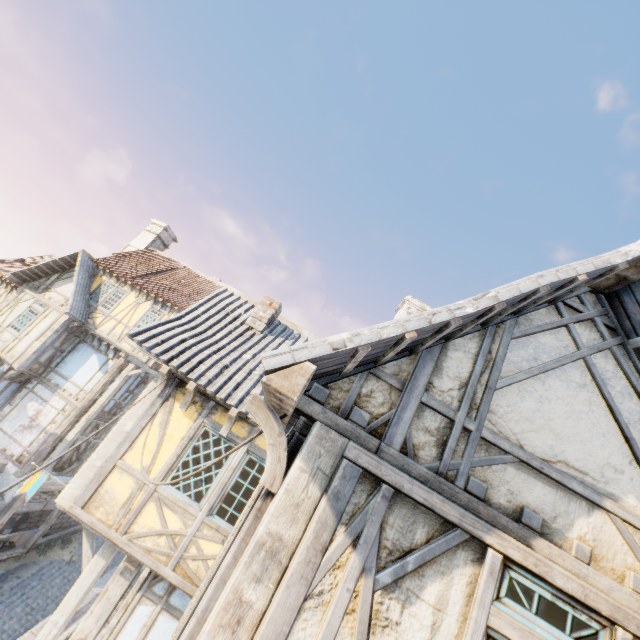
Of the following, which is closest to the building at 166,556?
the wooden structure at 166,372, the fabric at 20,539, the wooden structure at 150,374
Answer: the wooden structure at 166,372

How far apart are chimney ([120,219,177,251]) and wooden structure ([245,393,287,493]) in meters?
Result: 20.2

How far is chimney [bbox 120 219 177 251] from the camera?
20.2 meters

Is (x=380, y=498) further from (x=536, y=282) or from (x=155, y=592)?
(x=155, y=592)

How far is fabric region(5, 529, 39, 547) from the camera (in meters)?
13.25

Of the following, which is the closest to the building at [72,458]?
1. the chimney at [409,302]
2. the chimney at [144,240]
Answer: the chimney at [144,240]

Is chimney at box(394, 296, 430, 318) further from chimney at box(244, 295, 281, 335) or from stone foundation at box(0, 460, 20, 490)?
stone foundation at box(0, 460, 20, 490)

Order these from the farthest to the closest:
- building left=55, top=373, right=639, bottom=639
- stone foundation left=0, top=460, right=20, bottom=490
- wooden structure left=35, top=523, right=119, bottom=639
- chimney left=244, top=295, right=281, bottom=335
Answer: stone foundation left=0, top=460, right=20, bottom=490 < chimney left=244, top=295, right=281, bottom=335 < wooden structure left=35, top=523, right=119, bottom=639 < building left=55, top=373, right=639, bottom=639
